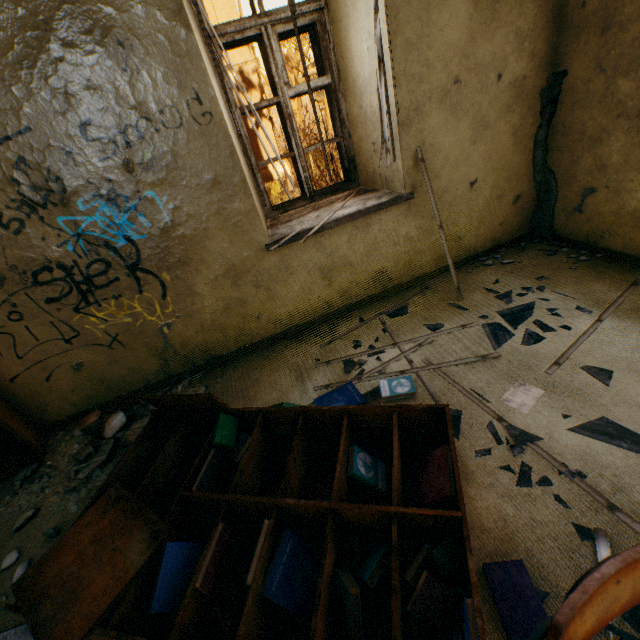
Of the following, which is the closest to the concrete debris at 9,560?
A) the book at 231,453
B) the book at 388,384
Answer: the book at 231,453

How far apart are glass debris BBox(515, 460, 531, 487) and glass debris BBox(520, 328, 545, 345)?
0.6 meters

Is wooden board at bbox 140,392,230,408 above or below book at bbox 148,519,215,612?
above

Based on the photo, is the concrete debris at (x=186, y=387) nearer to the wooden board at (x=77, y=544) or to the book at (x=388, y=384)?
the wooden board at (x=77, y=544)

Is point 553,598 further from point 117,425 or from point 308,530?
point 117,425

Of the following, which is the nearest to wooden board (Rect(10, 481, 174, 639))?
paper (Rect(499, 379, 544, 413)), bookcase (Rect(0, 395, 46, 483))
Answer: bookcase (Rect(0, 395, 46, 483))

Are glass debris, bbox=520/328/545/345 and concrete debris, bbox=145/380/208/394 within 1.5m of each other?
no
